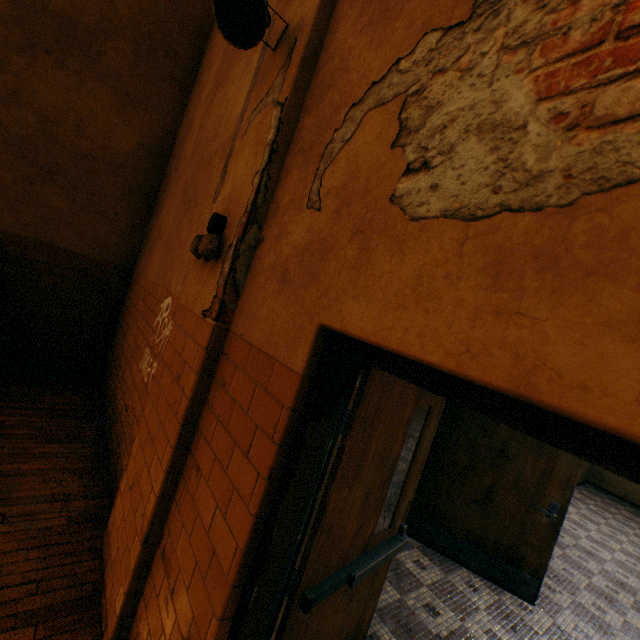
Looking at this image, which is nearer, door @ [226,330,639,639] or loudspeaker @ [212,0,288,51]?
door @ [226,330,639,639]

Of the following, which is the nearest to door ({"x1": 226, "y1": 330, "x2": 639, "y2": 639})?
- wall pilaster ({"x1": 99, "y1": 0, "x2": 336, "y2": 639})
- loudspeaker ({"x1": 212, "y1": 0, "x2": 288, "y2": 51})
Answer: wall pilaster ({"x1": 99, "y1": 0, "x2": 336, "y2": 639})

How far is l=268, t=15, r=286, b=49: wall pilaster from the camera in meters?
2.2 m

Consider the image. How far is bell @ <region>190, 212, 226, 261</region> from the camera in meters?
1.9

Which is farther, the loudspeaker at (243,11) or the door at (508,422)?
the loudspeaker at (243,11)

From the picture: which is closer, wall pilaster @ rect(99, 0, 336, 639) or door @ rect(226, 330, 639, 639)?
door @ rect(226, 330, 639, 639)

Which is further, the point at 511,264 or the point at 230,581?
the point at 230,581

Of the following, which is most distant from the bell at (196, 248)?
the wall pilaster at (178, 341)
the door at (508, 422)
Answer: the door at (508, 422)
